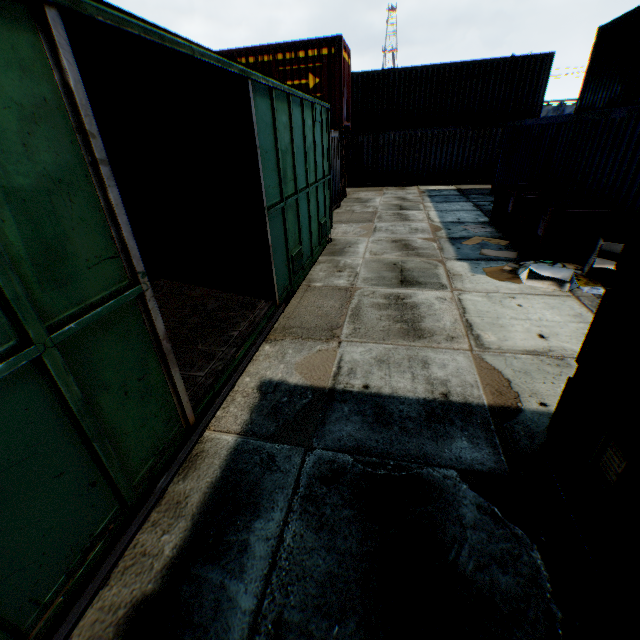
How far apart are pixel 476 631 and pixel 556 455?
1.4 meters

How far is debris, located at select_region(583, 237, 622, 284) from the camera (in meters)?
5.94

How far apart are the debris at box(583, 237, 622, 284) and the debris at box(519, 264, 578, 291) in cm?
32

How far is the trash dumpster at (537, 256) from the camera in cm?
666

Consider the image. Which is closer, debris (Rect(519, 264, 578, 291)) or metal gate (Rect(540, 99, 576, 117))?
debris (Rect(519, 264, 578, 291))

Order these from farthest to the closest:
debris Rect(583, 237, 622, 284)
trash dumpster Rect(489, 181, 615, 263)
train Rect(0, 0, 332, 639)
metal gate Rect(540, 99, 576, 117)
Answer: metal gate Rect(540, 99, 576, 117)
trash dumpster Rect(489, 181, 615, 263)
debris Rect(583, 237, 622, 284)
train Rect(0, 0, 332, 639)

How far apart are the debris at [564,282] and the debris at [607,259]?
0.3m

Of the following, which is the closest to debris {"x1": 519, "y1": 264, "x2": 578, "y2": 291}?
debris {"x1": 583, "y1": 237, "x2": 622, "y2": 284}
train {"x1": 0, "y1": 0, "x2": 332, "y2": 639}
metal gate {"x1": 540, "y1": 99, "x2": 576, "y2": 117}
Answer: debris {"x1": 583, "y1": 237, "x2": 622, "y2": 284}
